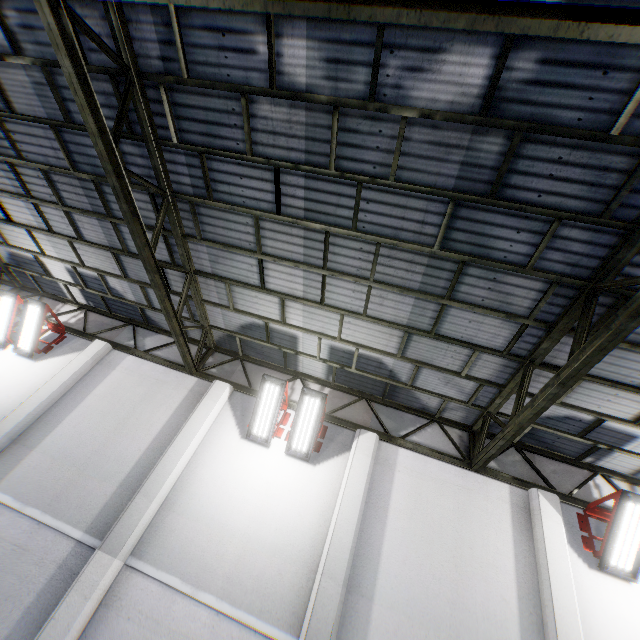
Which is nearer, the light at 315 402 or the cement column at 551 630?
the cement column at 551 630

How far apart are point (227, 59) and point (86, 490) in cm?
846

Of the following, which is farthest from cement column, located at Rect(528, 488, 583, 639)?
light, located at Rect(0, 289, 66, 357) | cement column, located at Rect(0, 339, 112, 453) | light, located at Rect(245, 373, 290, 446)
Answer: light, located at Rect(0, 289, 66, 357)

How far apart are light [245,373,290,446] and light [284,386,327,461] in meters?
0.1

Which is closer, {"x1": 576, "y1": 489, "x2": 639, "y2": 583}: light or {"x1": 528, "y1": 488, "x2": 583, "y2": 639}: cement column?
{"x1": 528, "y1": 488, "x2": 583, "y2": 639}: cement column

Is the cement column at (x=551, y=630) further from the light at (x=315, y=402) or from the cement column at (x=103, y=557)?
the cement column at (x=103, y=557)

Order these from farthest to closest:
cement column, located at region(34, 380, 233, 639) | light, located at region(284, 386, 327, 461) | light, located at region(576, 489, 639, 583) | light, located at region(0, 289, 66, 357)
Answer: light, located at region(0, 289, 66, 357)
light, located at region(284, 386, 327, 461)
light, located at region(576, 489, 639, 583)
cement column, located at region(34, 380, 233, 639)

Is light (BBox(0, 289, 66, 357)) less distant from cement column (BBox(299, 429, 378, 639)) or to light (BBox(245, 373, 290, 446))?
light (BBox(245, 373, 290, 446))
